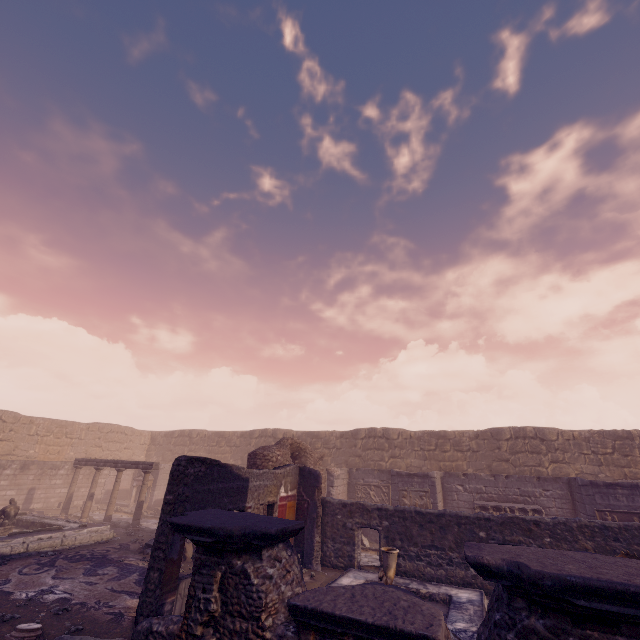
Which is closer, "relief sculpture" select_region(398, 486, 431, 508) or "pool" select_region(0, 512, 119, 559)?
"pool" select_region(0, 512, 119, 559)

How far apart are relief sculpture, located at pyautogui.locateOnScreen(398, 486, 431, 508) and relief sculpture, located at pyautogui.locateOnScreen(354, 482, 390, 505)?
1.8 meters

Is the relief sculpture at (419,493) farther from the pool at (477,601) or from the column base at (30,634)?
the column base at (30,634)

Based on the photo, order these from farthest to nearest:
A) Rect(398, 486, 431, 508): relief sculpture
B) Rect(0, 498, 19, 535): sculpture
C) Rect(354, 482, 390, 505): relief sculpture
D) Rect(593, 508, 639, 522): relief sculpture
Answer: Rect(354, 482, 390, 505): relief sculpture
Rect(398, 486, 431, 508): relief sculpture
Rect(0, 498, 19, 535): sculpture
Rect(593, 508, 639, 522): relief sculpture

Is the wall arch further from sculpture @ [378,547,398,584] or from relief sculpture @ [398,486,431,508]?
sculpture @ [378,547,398,584]

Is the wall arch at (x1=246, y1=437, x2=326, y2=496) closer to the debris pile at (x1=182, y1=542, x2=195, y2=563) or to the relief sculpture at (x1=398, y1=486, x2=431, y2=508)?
the debris pile at (x1=182, y1=542, x2=195, y2=563)

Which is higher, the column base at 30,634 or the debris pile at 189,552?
the debris pile at 189,552

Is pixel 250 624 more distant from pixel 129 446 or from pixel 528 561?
pixel 129 446
